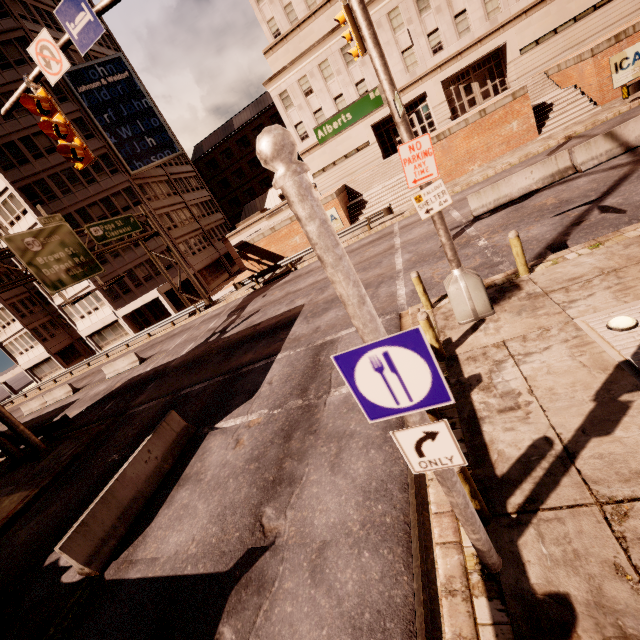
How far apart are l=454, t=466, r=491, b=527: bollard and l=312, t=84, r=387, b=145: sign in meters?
6.3 m

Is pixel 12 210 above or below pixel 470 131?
above

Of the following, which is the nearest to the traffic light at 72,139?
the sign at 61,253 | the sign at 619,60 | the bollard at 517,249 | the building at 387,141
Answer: the bollard at 517,249

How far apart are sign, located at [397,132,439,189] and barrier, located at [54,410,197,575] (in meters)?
8.93

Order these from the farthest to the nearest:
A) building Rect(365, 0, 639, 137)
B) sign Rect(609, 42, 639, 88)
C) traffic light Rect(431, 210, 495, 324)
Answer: building Rect(365, 0, 639, 137) → sign Rect(609, 42, 639, 88) → traffic light Rect(431, 210, 495, 324)

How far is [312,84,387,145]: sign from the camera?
6.3m

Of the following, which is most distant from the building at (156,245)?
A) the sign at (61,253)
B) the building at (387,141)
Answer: the sign at (61,253)

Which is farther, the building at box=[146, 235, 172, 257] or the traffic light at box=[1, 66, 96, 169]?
the building at box=[146, 235, 172, 257]
